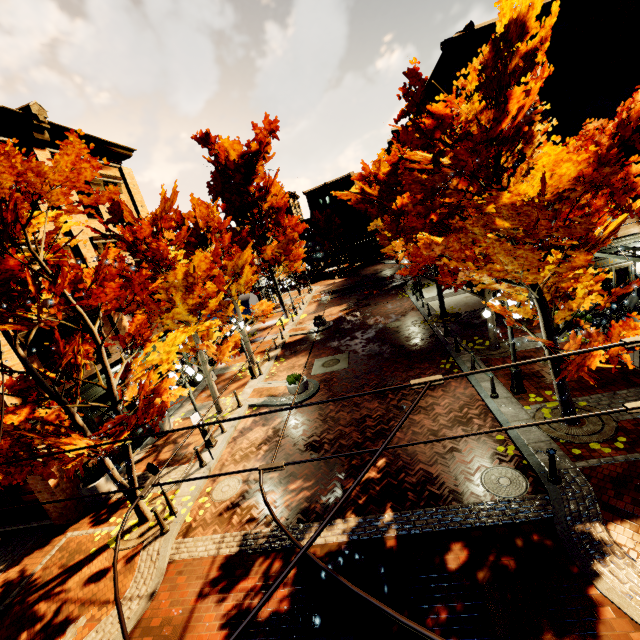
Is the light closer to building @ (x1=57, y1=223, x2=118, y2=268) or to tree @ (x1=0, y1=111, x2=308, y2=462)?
tree @ (x1=0, y1=111, x2=308, y2=462)

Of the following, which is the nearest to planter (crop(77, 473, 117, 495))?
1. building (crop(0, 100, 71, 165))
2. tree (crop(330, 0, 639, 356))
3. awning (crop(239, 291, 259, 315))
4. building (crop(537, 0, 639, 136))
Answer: building (crop(0, 100, 71, 165))

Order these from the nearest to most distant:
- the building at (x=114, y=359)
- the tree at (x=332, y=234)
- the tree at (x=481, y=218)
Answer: the tree at (x=481, y=218) < the building at (x=114, y=359) < the tree at (x=332, y=234)

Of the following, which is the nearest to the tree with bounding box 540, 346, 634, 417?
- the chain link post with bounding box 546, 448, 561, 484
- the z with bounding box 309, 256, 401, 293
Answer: the z with bounding box 309, 256, 401, 293

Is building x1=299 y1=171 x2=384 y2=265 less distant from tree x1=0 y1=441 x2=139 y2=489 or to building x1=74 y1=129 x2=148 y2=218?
tree x1=0 y1=441 x2=139 y2=489

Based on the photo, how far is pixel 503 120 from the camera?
5.42m

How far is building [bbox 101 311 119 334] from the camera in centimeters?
1404cm

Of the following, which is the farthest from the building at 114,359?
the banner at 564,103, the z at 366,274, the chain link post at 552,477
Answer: the banner at 564,103
